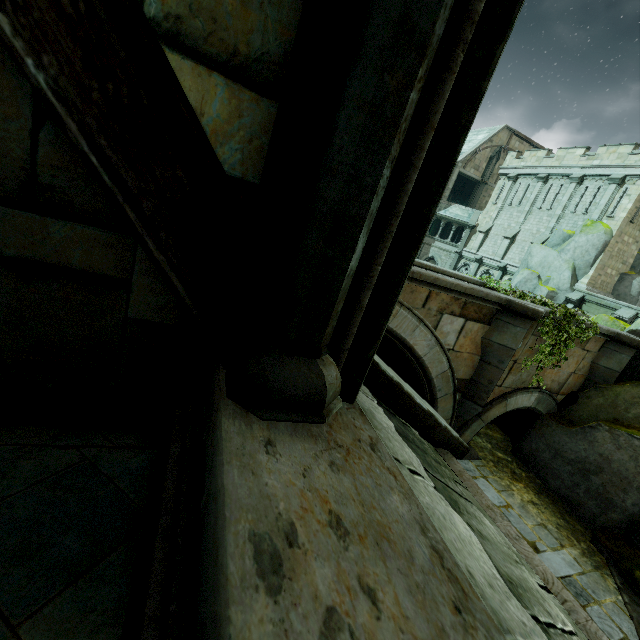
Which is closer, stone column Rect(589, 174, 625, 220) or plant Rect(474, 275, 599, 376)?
plant Rect(474, 275, 599, 376)

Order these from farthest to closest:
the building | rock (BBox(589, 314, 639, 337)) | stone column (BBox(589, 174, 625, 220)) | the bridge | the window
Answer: the window
stone column (BBox(589, 174, 625, 220))
rock (BBox(589, 314, 639, 337))
the bridge
the building

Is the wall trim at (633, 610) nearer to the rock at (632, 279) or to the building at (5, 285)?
the building at (5, 285)

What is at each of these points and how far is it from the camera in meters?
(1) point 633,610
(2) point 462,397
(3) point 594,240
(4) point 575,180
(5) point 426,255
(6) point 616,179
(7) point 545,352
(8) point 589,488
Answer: (1) wall trim, 6.8
(2) bridge, 9.4
(3) rock, 24.2
(4) stone column, 26.8
(5) window, 38.6
(6) stone column, 24.0
(7) plant, 9.6
(8) rock, 9.0

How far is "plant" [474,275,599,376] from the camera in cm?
895

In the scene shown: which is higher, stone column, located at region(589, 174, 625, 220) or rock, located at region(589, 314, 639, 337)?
stone column, located at region(589, 174, 625, 220)

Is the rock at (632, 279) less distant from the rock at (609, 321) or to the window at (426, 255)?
the window at (426, 255)

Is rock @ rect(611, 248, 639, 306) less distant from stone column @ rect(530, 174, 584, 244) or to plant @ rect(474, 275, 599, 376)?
stone column @ rect(530, 174, 584, 244)
